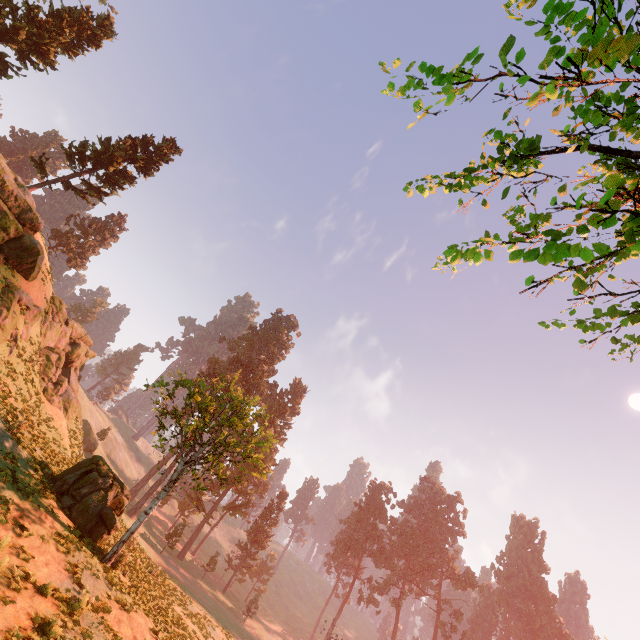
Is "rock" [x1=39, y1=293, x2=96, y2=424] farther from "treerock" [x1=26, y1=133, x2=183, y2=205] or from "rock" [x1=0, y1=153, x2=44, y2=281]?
"treerock" [x1=26, y1=133, x2=183, y2=205]

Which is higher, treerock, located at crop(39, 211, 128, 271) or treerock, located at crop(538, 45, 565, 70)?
treerock, located at crop(39, 211, 128, 271)

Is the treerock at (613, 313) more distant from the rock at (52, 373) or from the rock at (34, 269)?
the rock at (52, 373)

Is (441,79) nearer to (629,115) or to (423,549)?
(629,115)

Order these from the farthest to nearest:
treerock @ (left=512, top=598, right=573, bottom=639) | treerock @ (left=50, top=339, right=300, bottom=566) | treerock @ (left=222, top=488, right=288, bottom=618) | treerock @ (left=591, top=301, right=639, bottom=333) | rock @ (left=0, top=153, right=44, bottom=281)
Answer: treerock @ (left=512, top=598, right=573, bottom=639)
treerock @ (left=222, top=488, right=288, bottom=618)
rock @ (left=0, top=153, right=44, bottom=281)
treerock @ (left=50, top=339, right=300, bottom=566)
treerock @ (left=591, top=301, right=639, bottom=333)

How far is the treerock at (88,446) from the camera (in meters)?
40.89

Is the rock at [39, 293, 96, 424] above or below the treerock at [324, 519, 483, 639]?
below

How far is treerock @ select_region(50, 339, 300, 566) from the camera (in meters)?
15.00
